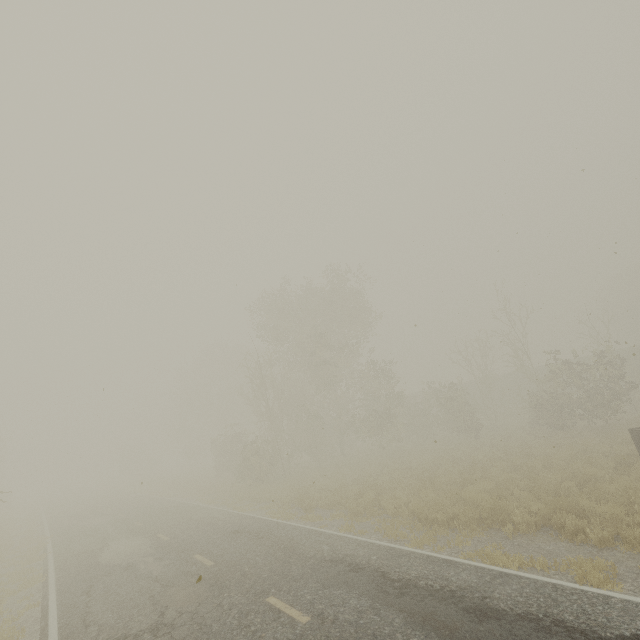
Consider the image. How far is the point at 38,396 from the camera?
32.25m

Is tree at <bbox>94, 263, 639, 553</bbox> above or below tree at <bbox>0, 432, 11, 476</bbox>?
below

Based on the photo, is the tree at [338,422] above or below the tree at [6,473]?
below

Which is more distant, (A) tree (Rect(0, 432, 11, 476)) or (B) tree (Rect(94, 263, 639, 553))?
(A) tree (Rect(0, 432, 11, 476))

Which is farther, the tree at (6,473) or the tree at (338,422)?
the tree at (6,473)
